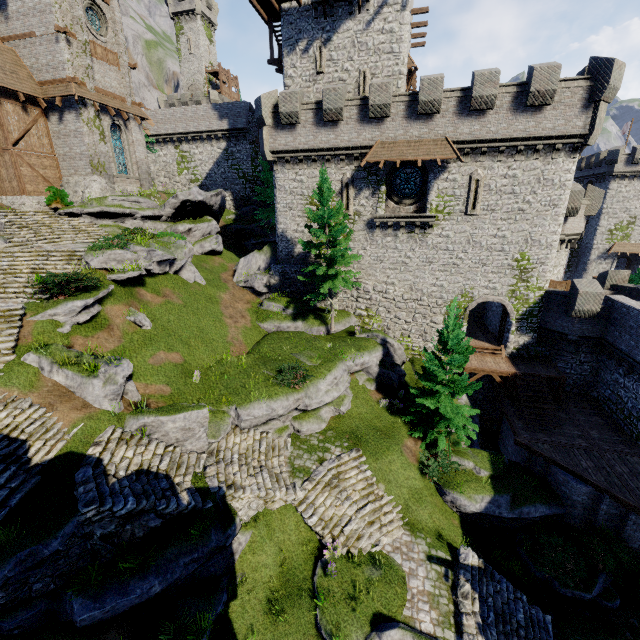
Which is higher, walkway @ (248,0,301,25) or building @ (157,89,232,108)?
building @ (157,89,232,108)

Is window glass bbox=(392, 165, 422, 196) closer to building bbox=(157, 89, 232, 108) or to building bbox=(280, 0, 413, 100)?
building bbox=(280, 0, 413, 100)

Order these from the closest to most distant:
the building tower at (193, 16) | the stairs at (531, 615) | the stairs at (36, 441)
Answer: the stairs at (36, 441), the stairs at (531, 615), the building tower at (193, 16)

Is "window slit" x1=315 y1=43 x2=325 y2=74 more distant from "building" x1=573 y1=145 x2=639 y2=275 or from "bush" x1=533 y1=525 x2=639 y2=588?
"building" x1=573 y1=145 x2=639 y2=275

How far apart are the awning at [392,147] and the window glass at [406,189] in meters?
1.3

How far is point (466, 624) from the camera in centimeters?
1105cm

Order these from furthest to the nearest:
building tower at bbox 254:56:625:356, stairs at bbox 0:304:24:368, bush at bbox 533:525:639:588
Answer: building tower at bbox 254:56:625:356, bush at bbox 533:525:639:588, stairs at bbox 0:304:24:368

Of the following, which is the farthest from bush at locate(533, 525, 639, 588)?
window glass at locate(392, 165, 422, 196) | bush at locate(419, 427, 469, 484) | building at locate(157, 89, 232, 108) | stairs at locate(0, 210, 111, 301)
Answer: building at locate(157, 89, 232, 108)
